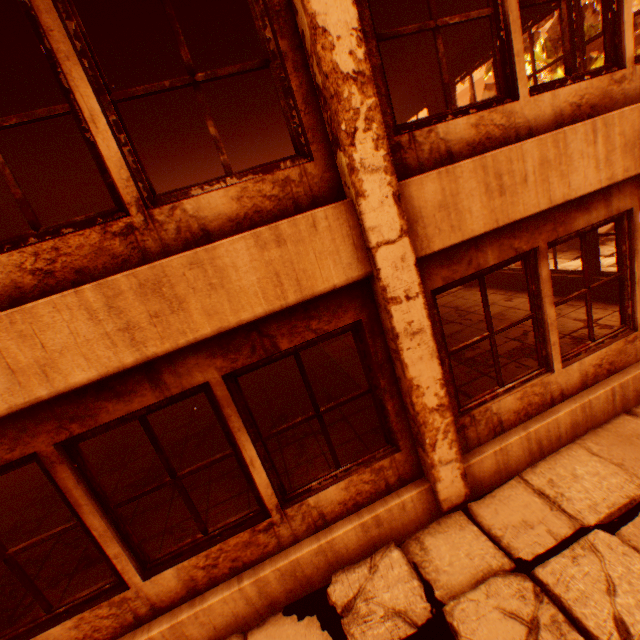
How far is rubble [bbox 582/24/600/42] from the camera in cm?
1288

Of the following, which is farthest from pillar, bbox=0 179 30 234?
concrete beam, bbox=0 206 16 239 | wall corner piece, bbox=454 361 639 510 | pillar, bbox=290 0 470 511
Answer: wall corner piece, bbox=454 361 639 510

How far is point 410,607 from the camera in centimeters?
283cm

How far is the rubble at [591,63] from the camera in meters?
13.3

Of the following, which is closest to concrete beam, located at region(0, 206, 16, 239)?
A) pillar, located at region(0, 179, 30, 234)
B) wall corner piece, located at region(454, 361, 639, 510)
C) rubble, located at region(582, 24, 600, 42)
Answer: pillar, located at region(0, 179, 30, 234)

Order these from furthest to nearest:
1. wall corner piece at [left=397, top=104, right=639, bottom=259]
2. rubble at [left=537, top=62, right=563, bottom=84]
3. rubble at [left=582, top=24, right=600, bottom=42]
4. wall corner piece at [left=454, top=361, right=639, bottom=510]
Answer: rubble at [left=537, top=62, right=563, bottom=84] < rubble at [left=582, top=24, right=600, bottom=42] < wall corner piece at [left=454, top=361, right=639, bottom=510] < wall corner piece at [left=397, top=104, right=639, bottom=259]

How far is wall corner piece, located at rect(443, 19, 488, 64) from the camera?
6.13m

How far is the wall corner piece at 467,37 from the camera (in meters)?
6.13
